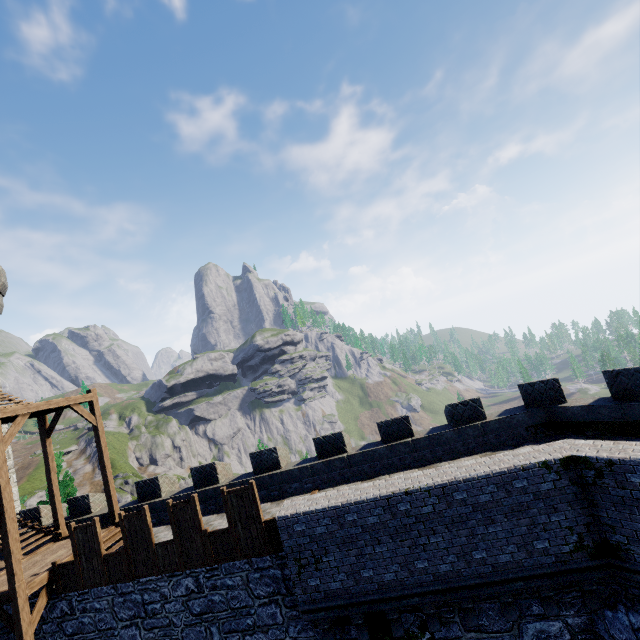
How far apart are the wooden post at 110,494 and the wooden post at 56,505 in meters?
2.6

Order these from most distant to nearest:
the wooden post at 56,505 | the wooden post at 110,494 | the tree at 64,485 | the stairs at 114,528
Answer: the tree at 64,485 → the wooden post at 56,505 → the wooden post at 110,494 → the stairs at 114,528

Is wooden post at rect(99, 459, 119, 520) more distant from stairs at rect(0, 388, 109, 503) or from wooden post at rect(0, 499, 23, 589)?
wooden post at rect(0, 499, 23, 589)

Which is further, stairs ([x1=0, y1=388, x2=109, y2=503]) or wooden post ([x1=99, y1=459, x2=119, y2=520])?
wooden post ([x1=99, y1=459, x2=119, y2=520])

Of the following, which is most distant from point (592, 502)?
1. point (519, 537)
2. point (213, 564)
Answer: point (213, 564)

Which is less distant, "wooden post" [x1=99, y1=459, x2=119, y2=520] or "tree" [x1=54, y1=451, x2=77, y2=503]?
"wooden post" [x1=99, y1=459, x2=119, y2=520]

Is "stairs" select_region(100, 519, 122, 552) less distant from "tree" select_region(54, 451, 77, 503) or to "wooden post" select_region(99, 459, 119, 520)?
"wooden post" select_region(99, 459, 119, 520)

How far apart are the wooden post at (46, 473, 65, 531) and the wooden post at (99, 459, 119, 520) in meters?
2.6 m
